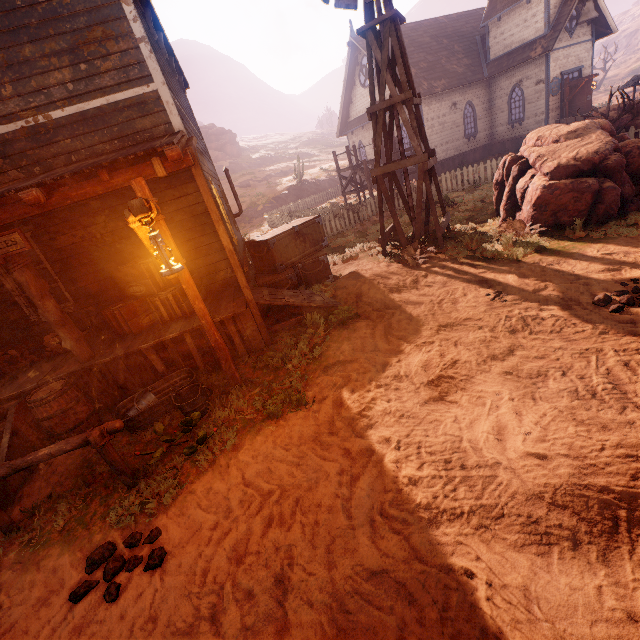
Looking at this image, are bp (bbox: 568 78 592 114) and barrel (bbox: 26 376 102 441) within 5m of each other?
no

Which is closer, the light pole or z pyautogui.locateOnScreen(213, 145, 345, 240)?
the light pole

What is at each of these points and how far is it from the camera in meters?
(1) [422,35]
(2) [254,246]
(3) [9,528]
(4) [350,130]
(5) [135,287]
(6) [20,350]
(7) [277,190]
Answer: (1) building, 23.1
(2) wooden box, 8.2
(3) horse pole, 3.9
(4) building, 27.7
(5) wooden box, 6.3
(6) log pile, 6.6
(7) z, 32.9

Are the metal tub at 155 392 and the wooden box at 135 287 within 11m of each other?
yes

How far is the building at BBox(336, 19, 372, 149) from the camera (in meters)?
22.84

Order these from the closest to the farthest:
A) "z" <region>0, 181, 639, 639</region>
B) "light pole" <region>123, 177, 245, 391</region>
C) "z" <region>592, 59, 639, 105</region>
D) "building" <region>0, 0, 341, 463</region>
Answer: "z" <region>0, 181, 639, 639</region>
"light pole" <region>123, 177, 245, 391</region>
"building" <region>0, 0, 341, 463</region>
"z" <region>592, 59, 639, 105</region>

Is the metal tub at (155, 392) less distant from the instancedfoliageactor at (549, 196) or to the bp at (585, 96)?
the instancedfoliageactor at (549, 196)

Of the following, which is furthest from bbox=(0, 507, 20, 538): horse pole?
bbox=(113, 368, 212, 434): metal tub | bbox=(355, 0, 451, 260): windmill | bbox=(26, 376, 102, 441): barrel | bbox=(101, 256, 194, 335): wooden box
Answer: bbox=(355, 0, 451, 260): windmill
